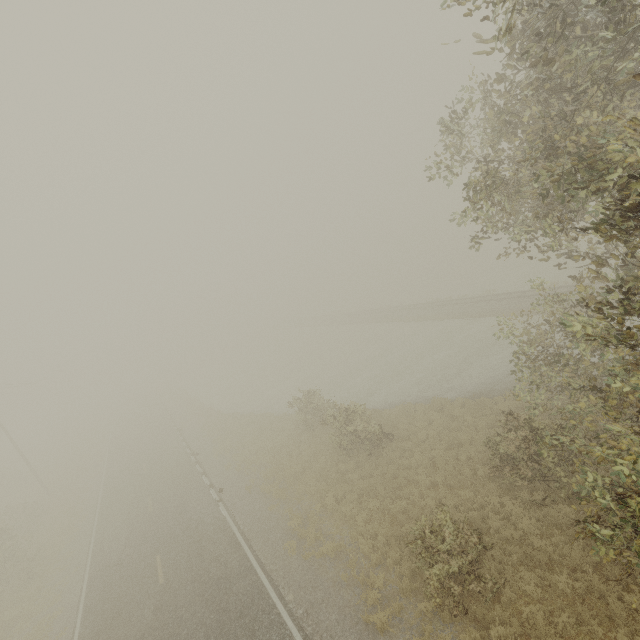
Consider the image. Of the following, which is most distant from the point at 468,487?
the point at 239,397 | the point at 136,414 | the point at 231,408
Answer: the point at 136,414
